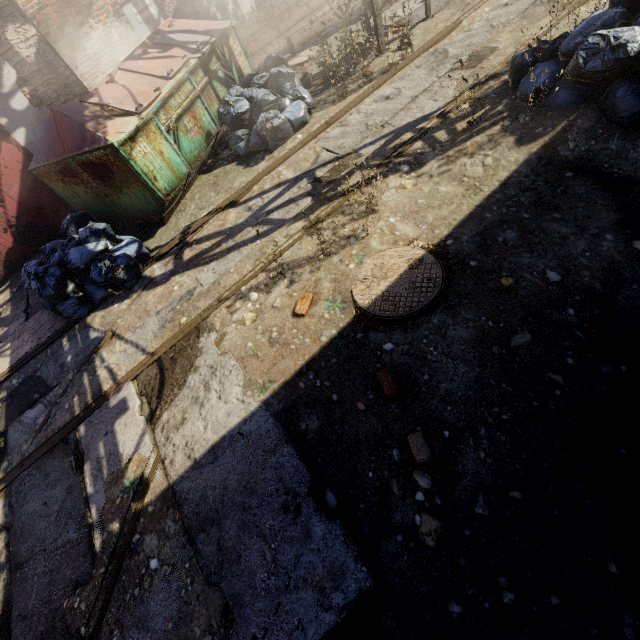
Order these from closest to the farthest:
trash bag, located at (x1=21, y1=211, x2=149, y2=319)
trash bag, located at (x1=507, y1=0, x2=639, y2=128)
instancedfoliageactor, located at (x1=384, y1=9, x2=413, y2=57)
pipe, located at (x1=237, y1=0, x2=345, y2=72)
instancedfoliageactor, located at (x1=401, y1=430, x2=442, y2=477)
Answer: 1. instancedfoliageactor, located at (x1=401, y1=430, x2=442, y2=477)
2. trash bag, located at (x1=507, y1=0, x2=639, y2=128)
3. trash bag, located at (x1=21, y1=211, x2=149, y2=319)
4. instancedfoliageactor, located at (x1=384, y1=9, x2=413, y2=57)
5. pipe, located at (x1=237, y1=0, x2=345, y2=72)

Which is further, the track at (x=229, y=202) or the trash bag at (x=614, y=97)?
the track at (x=229, y=202)

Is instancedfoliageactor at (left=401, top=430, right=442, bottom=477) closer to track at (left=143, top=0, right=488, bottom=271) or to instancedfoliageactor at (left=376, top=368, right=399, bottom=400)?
instancedfoliageactor at (left=376, top=368, right=399, bottom=400)

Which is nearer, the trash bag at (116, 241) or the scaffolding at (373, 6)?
the trash bag at (116, 241)

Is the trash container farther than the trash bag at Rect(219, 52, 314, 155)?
No

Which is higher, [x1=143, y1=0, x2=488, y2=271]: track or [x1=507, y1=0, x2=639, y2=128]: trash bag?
[x1=507, y1=0, x2=639, y2=128]: trash bag

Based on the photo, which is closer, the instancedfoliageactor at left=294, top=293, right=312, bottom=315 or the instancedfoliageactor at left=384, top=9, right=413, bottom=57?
the instancedfoliageactor at left=294, top=293, right=312, bottom=315

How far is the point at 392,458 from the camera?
2.3m
